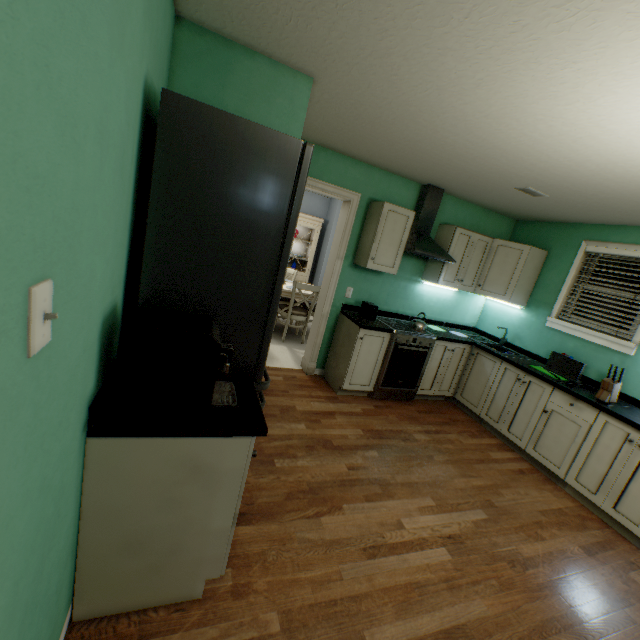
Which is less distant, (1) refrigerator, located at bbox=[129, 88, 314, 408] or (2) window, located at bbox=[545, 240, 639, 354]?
(1) refrigerator, located at bbox=[129, 88, 314, 408]

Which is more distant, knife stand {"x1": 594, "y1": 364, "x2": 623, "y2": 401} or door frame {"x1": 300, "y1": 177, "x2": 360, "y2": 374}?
door frame {"x1": 300, "y1": 177, "x2": 360, "y2": 374}

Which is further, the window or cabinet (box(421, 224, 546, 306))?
cabinet (box(421, 224, 546, 306))

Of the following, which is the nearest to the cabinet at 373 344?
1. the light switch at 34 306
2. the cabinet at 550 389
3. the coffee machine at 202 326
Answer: the cabinet at 550 389

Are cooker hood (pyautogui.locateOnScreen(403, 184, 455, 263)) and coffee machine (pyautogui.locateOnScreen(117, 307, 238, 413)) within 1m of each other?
no

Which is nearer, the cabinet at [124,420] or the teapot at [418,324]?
the cabinet at [124,420]

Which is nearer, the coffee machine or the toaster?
the coffee machine

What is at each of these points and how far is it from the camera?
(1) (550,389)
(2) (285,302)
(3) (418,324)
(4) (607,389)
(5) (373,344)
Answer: (1) cabinet, 3.1m
(2) chair, 5.6m
(3) teapot, 3.7m
(4) knife stand, 2.9m
(5) cabinet, 3.5m
